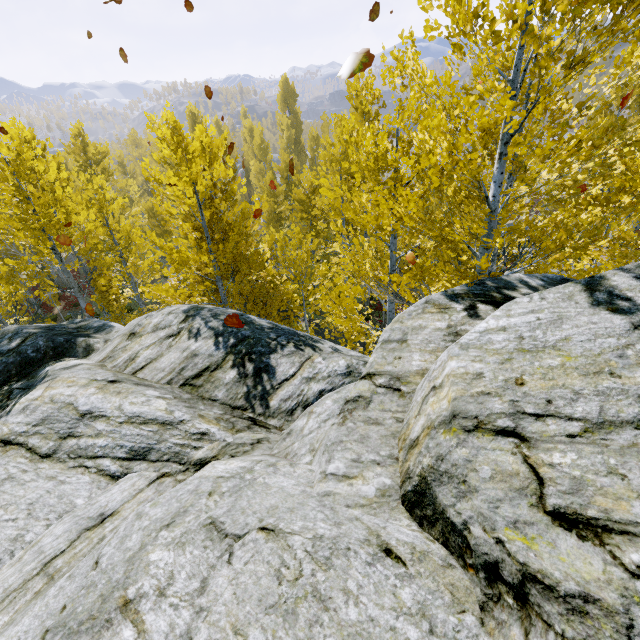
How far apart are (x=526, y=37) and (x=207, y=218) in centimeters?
825cm

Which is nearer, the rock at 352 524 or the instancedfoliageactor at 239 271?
the rock at 352 524

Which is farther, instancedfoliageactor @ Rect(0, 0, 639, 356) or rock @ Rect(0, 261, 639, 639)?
instancedfoliageactor @ Rect(0, 0, 639, 356)
